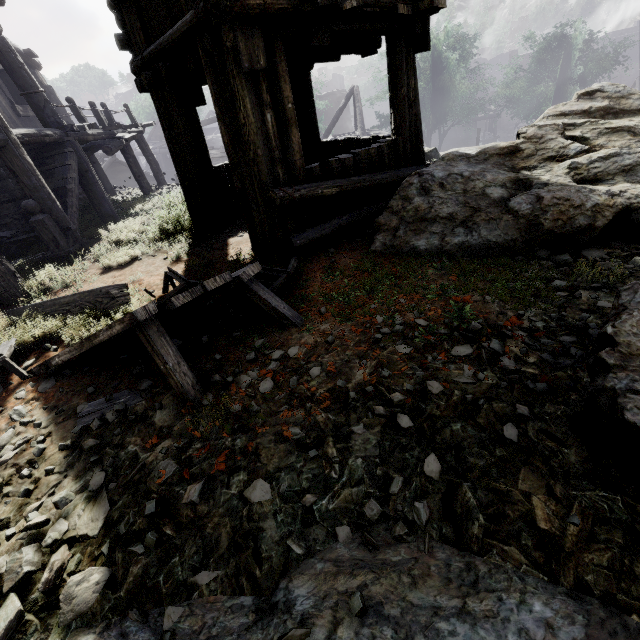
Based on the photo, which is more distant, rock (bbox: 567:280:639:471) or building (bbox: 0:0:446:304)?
building (bbox: 0:0:446:304)

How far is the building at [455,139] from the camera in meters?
36.9 m

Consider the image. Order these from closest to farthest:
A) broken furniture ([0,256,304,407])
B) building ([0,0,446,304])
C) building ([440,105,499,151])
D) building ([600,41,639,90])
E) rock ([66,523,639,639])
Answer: rock ([66,523,639,639]) < broken furniture ([0,256,304,407]) < building ([0,0,446,304]) < building ([440,105,499,151]) < building ([600,41,639,90])

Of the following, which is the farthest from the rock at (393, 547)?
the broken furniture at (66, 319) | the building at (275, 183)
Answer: the broken furniture at (66, 319)

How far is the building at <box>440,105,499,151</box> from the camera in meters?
36.9

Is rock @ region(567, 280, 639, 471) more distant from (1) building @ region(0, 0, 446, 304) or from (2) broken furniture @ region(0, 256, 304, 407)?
(2) broken furniture @ region(0, 256, 304, 407)

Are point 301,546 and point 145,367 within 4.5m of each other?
yes
